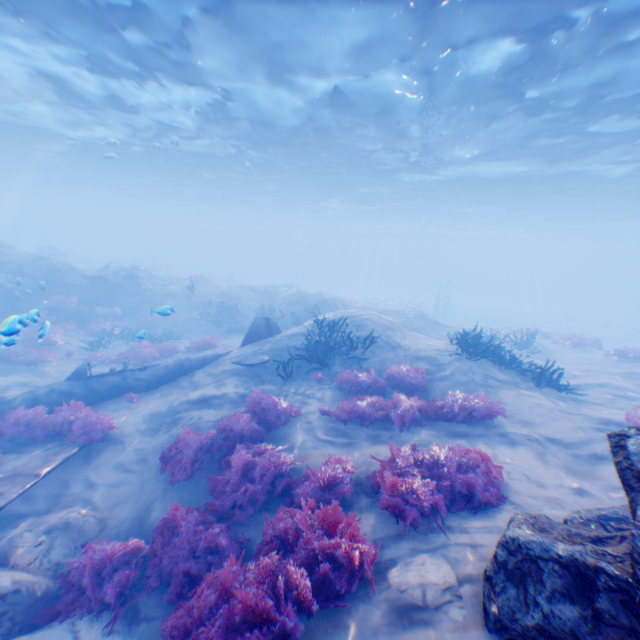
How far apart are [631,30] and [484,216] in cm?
3492

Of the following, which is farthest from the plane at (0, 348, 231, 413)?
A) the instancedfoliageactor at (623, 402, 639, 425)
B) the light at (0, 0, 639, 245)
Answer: the instancedfoliageactor at (623, 402, 639, 425)

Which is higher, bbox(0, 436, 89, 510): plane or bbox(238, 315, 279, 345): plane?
bbox(238, 315, 279, 345): plane

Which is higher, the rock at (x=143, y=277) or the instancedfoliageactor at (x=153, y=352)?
the rock at (x=143, y=277)

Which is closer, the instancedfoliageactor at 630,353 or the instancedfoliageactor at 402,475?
the instancedfoliageactor at 402,475

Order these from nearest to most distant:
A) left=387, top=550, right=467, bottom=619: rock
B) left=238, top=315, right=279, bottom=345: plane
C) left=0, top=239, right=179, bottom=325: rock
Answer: left=387, top=550, right=467, bottom=619: rock, left=238, top=315, right=279, bottom=345: plane, left=0, top=239, right=179, bottom=325: rock

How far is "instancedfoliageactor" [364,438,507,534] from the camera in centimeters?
488cm

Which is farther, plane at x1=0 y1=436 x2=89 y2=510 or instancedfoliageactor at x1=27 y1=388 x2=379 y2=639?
plane at x1=0 y1=436 x2=89 y2=510
